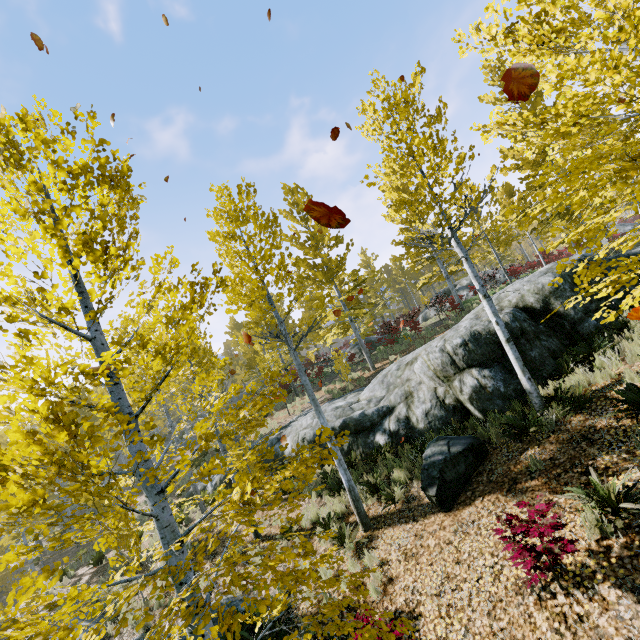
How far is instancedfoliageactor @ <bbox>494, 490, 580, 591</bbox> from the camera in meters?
4.0 m

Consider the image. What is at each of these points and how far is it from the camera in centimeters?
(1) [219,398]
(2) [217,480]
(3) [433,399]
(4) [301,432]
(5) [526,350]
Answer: (1) instancedfoliageactor, 438cm
(2) rock, 1468cm
(3) rock, 994cm
(4) rock, 1266cm
(5) rock, 868cm

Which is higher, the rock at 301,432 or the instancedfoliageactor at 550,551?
the rock at 301,432

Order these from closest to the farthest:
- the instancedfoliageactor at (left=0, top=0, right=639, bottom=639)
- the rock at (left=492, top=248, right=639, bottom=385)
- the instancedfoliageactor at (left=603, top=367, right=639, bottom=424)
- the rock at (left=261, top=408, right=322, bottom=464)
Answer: the instancedfoliageactor at (left=0, top=0, right=639, bottom=639), the instancedfoliageactor at (left=603, top=367, right=639, bottom=424), the rock at (left=492, top=248, right=639, bottom=385), the rock at (left=261, top=408, right=322, bottom=464)

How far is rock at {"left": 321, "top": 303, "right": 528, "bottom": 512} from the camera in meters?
7.3

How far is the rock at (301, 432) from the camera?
12.1m

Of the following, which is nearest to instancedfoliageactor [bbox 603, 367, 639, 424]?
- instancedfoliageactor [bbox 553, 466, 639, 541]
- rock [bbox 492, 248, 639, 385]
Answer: rock [bbox 492, 248, 639, 385]
